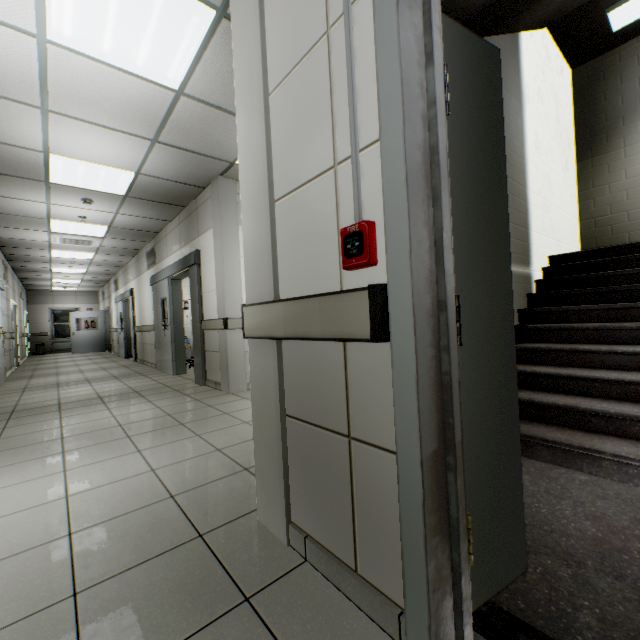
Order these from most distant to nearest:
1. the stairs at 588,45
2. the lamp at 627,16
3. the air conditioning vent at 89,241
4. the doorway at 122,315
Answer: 1. the doorway at 122,315
2. the air conditioning vent at 89,241
3. the lamp at 627,16
4. the stairs at 588,45

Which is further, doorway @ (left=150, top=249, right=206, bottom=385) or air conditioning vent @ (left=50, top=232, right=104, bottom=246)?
air conditioning vent @ (left=50, top=232, right=104, bottom=246)

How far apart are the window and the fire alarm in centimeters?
2144cm

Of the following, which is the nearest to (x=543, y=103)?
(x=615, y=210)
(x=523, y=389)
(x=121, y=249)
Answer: (x=615, y=210)

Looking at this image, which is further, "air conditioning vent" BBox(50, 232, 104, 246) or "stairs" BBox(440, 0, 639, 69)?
"air conditioning vent" BBox(50, 232, 104, 246)

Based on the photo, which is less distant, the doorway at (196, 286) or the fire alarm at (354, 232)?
the fire alarm at (354, 232)

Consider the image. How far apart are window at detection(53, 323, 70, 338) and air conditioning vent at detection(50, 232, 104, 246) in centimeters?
1218cm

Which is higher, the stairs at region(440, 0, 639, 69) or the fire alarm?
the stairs at region(440, 0, 639, 69)
